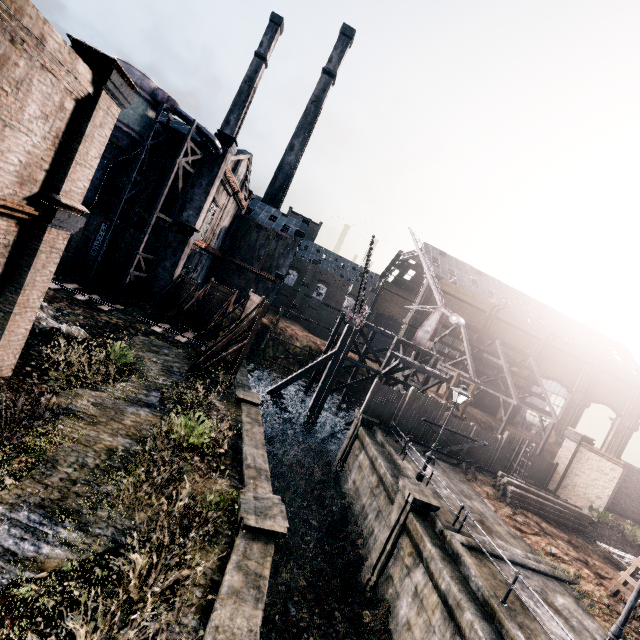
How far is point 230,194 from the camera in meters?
36.2

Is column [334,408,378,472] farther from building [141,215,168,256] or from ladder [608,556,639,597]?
building [141,215,168,256]

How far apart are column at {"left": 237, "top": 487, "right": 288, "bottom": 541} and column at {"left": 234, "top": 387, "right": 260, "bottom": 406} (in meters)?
7.70

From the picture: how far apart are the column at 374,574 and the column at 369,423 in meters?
7.5 m

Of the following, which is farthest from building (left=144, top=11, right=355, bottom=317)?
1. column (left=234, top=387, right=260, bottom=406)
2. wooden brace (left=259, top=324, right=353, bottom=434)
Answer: wooden brace (left=259, top=324, right=353, bottom=434)

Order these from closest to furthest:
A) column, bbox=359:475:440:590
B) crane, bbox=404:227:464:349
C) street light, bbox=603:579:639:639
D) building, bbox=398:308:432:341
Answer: street light, bbox=603:579:639:639 → column, bbox=359:475:440:590 → crane, bbox=404:227:464:349 → building, bbox=398:308:432:341

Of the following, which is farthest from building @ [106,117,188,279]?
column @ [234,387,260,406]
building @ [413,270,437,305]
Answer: building @ [413,270,437,305]

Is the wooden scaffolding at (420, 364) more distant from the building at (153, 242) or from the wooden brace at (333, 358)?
the building at (153, 242)
